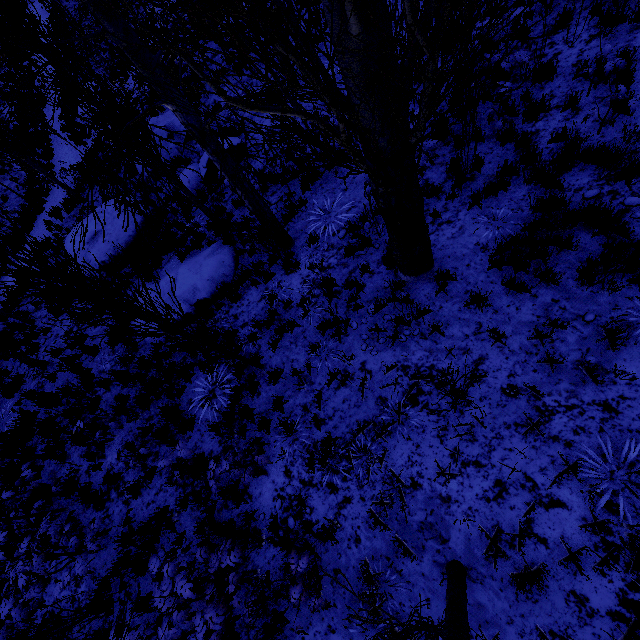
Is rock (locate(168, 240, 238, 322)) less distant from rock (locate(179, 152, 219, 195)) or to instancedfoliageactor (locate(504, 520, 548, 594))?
instancedfoliageactor (locate(504, 520, 548, 594))

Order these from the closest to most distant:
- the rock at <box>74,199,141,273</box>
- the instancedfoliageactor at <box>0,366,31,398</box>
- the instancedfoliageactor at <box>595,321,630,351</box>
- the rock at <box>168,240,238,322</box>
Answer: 1. the instancedfoliageactor at <box>595,321,630,351</box>
2. the rock at <box>168,240,238,322</box>
3. the instancedfoliageactor at <box>0,366,31,398</box>
4. the rock at <box>74,199,141,273</box>

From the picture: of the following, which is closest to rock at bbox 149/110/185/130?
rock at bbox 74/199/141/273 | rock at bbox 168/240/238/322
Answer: rock at bbox 74/199/141/273

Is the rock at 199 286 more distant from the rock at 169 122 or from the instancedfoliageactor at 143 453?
the rock at 169 122

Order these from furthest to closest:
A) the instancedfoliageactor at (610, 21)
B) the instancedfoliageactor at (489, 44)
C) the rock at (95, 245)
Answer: the rock at (95, 245), the instancedfoliageactor at (610, 21), the instancedfoliageactor at (489, 44)

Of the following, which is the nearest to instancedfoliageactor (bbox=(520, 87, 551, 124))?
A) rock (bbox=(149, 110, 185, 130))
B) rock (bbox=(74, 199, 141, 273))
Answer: rock (bbox=(149, 110, 185, 130))

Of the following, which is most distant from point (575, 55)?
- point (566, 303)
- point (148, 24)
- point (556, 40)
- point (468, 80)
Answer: point (148, 24)

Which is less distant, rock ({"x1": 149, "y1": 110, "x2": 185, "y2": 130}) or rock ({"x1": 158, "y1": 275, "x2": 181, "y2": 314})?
rock ({"x1": 158, "y1": 275, "x2": 181, "y2": 314})
